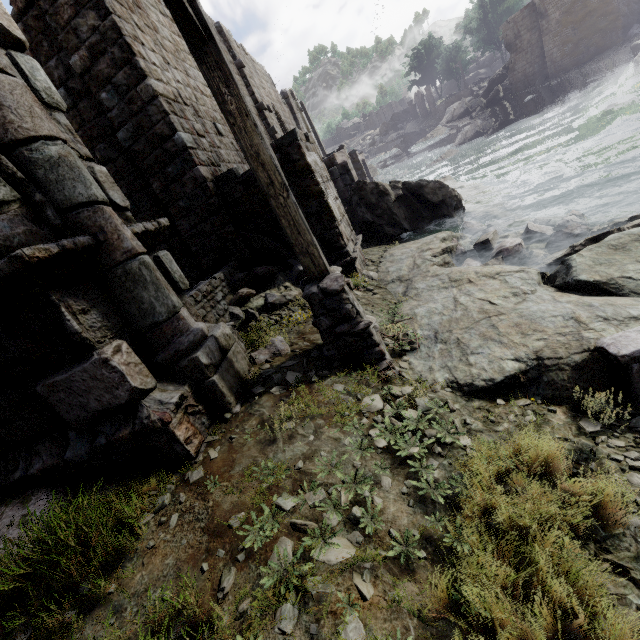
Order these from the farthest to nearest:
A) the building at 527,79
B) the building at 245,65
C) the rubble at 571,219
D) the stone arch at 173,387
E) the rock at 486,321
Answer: the building at 527,79, the building at 245,65, the rubble at 571,219, the rock at 486,321, the stone arch at 173,387

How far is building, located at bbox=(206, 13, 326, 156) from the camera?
13.9 meters

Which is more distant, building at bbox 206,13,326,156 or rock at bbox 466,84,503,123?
rock at bbox 466,84,503,123

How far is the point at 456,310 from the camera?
5.05m

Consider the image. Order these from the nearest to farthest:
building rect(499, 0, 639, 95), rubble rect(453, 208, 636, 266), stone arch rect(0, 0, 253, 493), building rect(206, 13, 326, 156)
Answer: stone arch rect(0, 0, 253, 493)
rubble rect(453, 208, 636, 266)
building rect(206, 13, 326, 156)
building rect(499, 0, 639, 95)

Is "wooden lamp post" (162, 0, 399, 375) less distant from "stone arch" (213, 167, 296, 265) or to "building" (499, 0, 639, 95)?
"stone arch" (213, 167, 296, 265)

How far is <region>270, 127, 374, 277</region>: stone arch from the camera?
7.00m

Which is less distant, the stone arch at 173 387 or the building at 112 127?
the stone arch at 173 387
